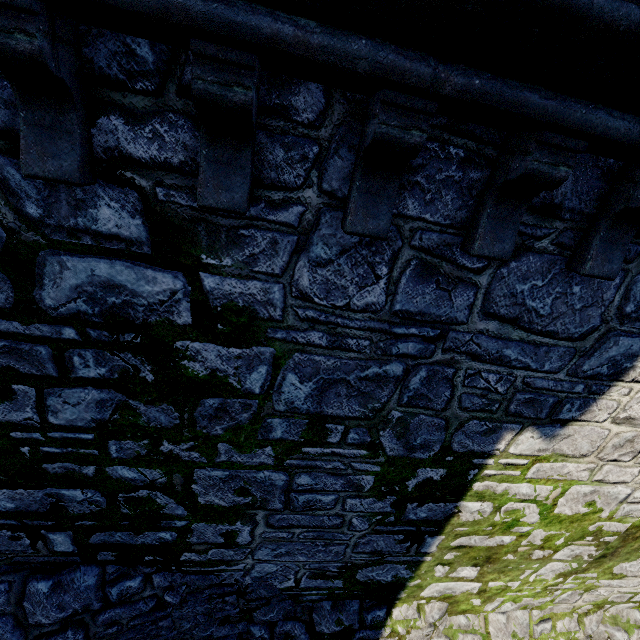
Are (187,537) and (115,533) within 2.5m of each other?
yes
